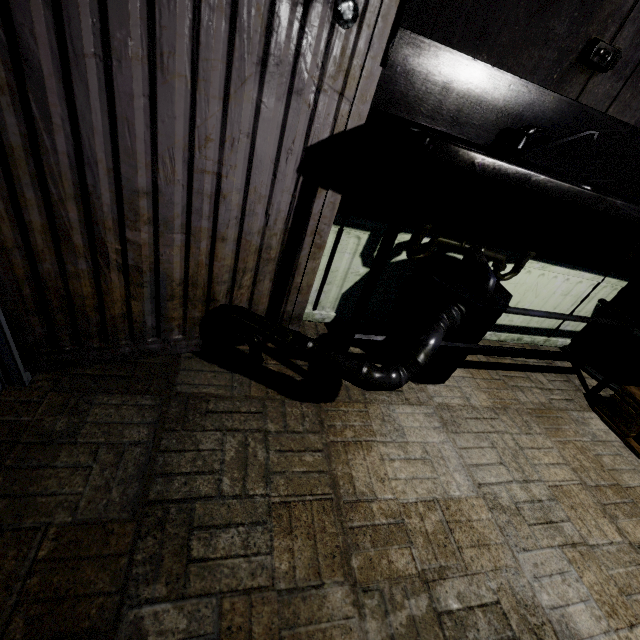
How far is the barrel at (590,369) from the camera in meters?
1.9

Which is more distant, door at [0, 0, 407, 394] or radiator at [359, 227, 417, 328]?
radiator at [359, 227, 417, 328]

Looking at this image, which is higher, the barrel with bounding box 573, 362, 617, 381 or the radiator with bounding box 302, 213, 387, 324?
the radiator with bounding box 302, 213, 387, 324

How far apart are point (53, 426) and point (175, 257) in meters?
0.6 m

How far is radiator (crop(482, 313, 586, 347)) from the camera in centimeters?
191cm

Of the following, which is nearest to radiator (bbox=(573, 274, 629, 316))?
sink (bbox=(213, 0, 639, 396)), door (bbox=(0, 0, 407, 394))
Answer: sink (bbox=(213, 0, 639, 396))

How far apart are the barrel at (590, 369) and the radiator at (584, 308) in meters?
0.0

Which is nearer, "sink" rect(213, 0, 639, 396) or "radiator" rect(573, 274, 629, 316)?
"sink" rect(213, 0, 639, 396)
